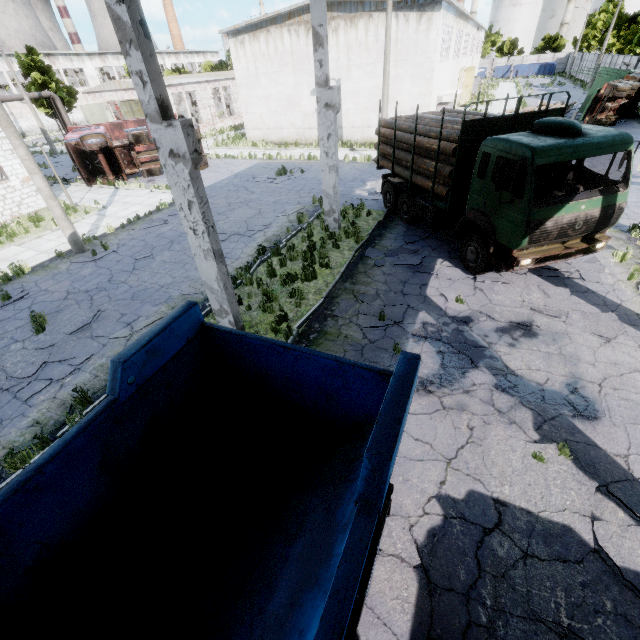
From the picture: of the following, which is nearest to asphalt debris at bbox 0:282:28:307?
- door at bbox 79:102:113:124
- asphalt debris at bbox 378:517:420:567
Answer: asphalt debris at bbox 378:517:420:567

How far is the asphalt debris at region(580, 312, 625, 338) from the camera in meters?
7.5 m

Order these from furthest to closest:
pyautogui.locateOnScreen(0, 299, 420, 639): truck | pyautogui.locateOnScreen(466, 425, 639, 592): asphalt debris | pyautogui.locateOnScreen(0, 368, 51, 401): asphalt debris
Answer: pyautogui.locateOnScreen(0, 368, 51, 401): asphalt debris < pyautogui.locateOnScreen(466, 425, 639, 592): asphalt debris < pyautogui.locateOnScreen(0, 299, 420, 639): truck

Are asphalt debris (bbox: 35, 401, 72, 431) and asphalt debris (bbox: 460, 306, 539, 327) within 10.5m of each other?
yes

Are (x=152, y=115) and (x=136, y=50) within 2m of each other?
yes

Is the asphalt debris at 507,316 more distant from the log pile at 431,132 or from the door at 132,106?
the door at 132,106

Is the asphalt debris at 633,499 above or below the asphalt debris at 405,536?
above

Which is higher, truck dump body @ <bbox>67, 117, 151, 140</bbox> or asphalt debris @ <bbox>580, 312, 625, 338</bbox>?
truck dump body @ <bbox>67, 117, 151, 140</bbox>
